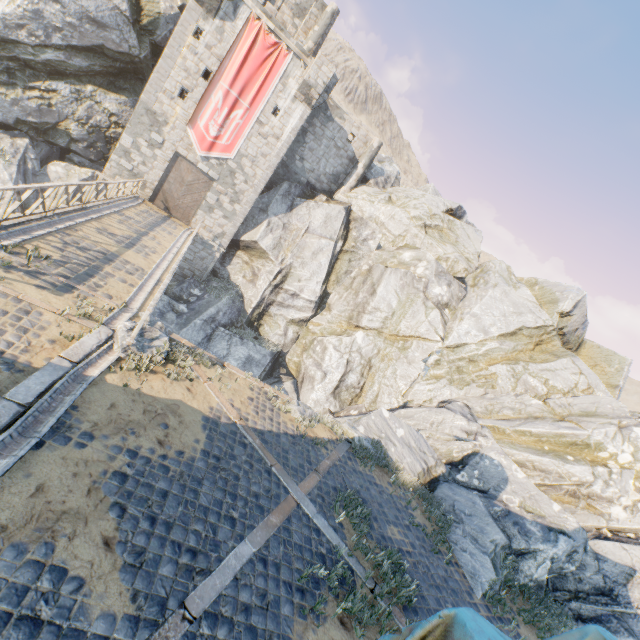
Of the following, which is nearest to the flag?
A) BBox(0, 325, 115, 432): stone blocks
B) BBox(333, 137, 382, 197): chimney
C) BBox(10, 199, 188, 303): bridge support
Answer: BBox(10, 199, 188, 303): bridge support

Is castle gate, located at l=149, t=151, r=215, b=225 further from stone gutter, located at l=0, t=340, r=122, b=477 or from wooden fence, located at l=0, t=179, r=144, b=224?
stone gutter, located at l=0, t=340, r=122, b=477

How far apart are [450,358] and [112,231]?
19.3m

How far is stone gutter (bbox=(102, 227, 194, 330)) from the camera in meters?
8.3 m

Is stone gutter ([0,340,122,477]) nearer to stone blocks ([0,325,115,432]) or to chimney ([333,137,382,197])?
stone blocks ([0,325,115,432])

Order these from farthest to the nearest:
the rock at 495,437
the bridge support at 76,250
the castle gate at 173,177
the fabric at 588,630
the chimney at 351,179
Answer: the chimney at 351,179 < the castle gate at 173,177 < the rock at 495,437 < the bridge support at 76,250 < the fabric at 588,630

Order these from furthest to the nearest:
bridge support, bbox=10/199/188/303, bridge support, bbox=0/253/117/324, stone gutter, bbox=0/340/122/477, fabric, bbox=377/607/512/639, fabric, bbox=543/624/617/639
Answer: bridge support, bbox=10/199/188/303, bridge support, bbox=0/253/117/324, stone gutter, bbox=0/340/122/477, fabric, bbox=543/624/617/639, fabric, bbox=377/607/512/639

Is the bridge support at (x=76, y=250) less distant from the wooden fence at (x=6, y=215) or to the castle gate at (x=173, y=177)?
the wooden fence at (x=6, y=215)
